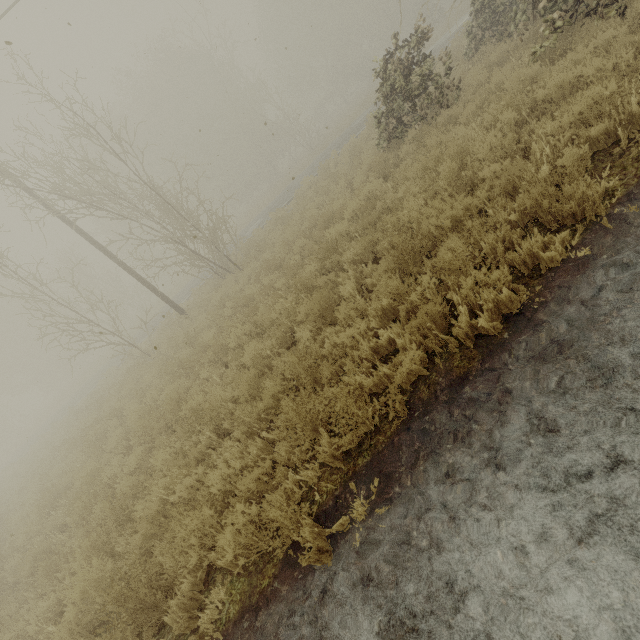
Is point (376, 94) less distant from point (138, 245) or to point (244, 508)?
point (138, 245)
